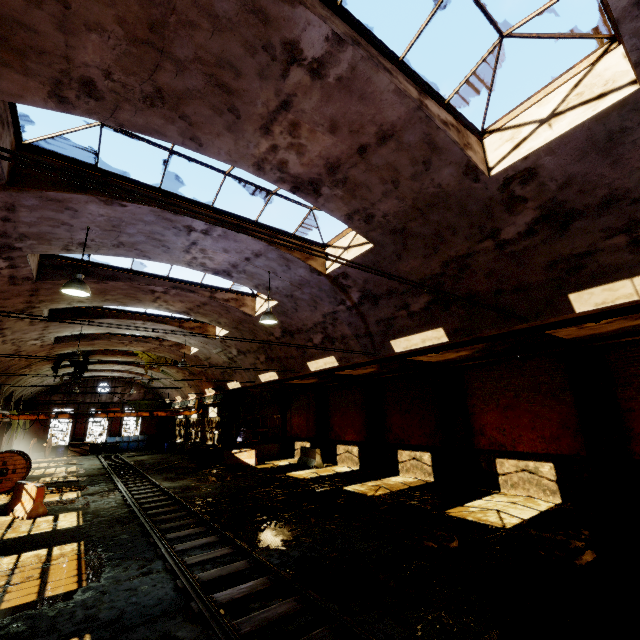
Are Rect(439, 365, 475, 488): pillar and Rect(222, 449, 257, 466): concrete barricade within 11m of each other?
no

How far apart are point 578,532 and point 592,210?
7.9 meters

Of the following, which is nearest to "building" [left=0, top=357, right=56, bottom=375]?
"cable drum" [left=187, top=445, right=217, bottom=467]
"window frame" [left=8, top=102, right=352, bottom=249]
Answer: "window frame" [left=8, top=102, right=352, bottom=249]

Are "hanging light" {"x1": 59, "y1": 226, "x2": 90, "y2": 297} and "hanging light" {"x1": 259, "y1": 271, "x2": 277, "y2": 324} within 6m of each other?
yes

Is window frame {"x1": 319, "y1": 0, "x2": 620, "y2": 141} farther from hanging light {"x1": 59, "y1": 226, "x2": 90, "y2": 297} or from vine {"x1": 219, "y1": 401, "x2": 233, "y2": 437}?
vine {"x1": 219, "y1": 401, "x2": 233, "y2": 437}

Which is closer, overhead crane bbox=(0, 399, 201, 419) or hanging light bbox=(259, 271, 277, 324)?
hanging light bbox=(259, 271, 277, 324)

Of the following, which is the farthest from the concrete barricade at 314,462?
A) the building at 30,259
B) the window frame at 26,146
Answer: the window frame at 26,146

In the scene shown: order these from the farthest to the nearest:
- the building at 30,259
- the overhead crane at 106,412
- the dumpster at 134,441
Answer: the dumpster at 134,441
the overhead crane at 106,412
the building at 30,259
